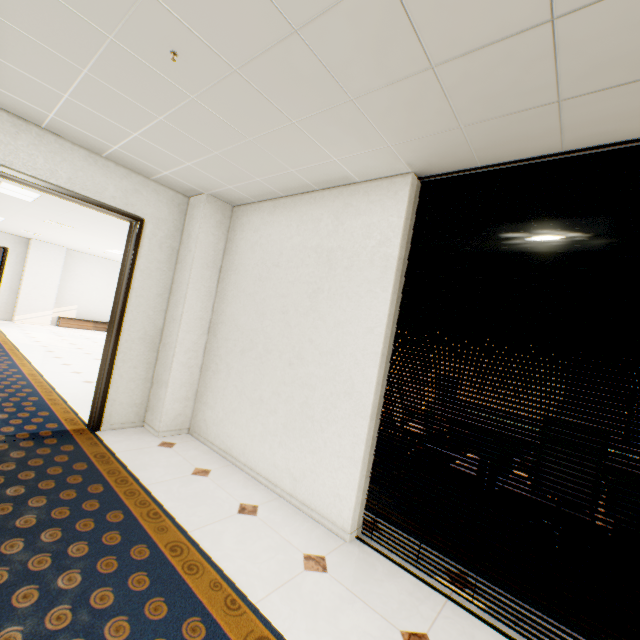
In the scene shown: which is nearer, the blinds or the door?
the blinds

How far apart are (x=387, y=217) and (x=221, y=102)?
1.5 meters

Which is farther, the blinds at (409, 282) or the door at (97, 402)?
the door at (97, 402)
